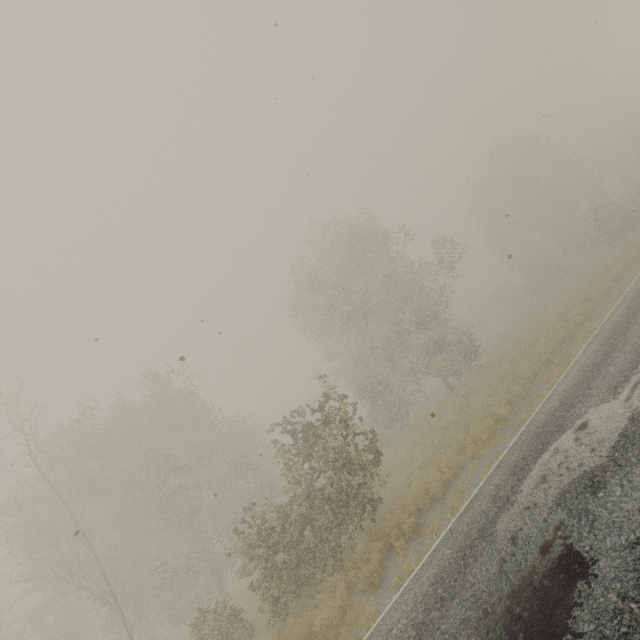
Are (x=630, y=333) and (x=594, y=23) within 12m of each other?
yes
